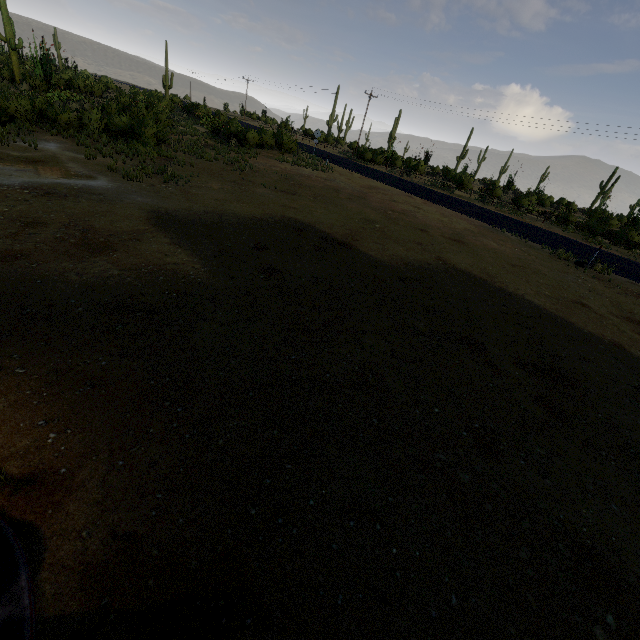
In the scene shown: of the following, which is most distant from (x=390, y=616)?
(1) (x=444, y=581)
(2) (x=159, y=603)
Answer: (2) (x=159, y=603)
